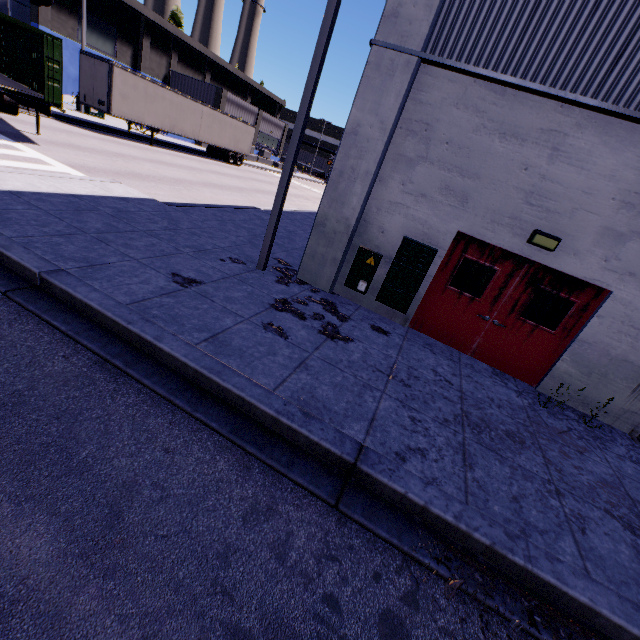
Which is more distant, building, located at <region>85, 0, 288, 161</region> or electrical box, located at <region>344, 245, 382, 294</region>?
building, located at <region>85, 0, 288, 161</region>

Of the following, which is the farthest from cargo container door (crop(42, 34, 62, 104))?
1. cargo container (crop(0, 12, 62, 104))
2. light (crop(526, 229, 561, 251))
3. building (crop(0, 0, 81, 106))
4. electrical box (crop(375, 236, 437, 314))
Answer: light (crop(526, 229, 561, 251))

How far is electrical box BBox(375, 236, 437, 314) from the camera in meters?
6.8 m

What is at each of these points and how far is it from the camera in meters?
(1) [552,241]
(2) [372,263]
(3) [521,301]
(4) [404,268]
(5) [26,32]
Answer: (1) light, 5.9
(2) electrical box, 7.3
(3) door, 6.7
(4) electrical box, 7.0
(5) cargo container, 12.7

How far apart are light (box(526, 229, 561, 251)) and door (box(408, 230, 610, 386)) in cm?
25

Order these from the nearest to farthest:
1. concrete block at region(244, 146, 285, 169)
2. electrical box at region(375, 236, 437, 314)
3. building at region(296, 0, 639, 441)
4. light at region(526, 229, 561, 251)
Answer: building at region(296, 0, 639, 441) < light at region(526, 229, 561, 251) < electrical box at region(375, 236, 437, 314) < concrete block at region(244, 146, 285, 169)

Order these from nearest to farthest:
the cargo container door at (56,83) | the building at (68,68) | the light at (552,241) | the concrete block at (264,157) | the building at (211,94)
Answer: the light at (552,241) < the cargo container door at (56,83) < the building at (68,68) < the building at (211,94) < the concrete block at (264,157)

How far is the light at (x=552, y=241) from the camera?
5.9m
